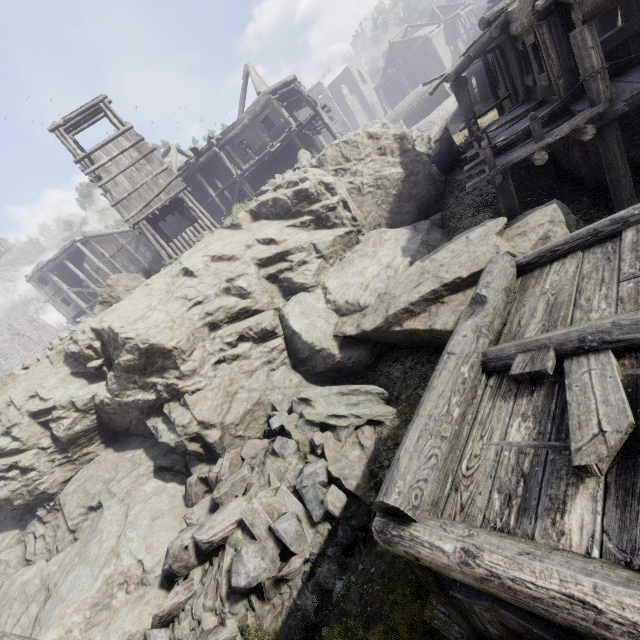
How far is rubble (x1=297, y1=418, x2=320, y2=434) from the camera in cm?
858

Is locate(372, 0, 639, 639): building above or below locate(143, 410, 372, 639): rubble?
above

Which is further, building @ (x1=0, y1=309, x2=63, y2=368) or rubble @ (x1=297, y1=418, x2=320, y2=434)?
building @ (x1=0, y1=309, x2=63, y2=368)

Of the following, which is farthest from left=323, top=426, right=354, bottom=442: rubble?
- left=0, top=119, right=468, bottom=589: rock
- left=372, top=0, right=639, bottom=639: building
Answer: left=372, top=0, right=639, bottom=639: building

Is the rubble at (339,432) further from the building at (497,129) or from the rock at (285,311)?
the building at (497,129)

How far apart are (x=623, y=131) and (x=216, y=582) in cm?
1553
